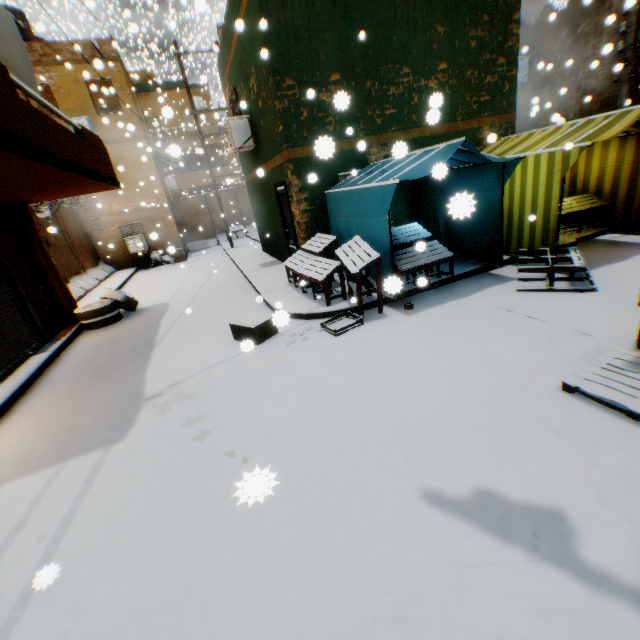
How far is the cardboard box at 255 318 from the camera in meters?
5.9 m

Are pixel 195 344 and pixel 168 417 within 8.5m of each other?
yes

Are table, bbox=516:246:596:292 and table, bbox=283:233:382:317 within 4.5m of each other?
yes

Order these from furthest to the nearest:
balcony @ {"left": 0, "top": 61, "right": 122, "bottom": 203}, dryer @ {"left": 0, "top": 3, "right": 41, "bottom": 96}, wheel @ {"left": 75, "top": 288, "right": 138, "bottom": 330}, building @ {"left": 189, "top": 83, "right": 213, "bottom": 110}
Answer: building @ {"left": 189, "top": 83, "right": 213, "bottom": 110} < wheel @ {"left": 75, "top": 288, "right": 138, "bottom": 330} < dryer @ {"left": 0, "top": 3, "right": 41, "bottom": 96} < balcony @ {"left": 0, "top": 61, "right": 122, "bottom": 203}

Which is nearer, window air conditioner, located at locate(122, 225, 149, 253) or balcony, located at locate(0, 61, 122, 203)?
balcony, located at locate(0, 61, 122, 203)

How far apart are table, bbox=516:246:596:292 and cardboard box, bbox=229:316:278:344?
4.5 meters

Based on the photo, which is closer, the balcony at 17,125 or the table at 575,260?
the balcony at 17,125
